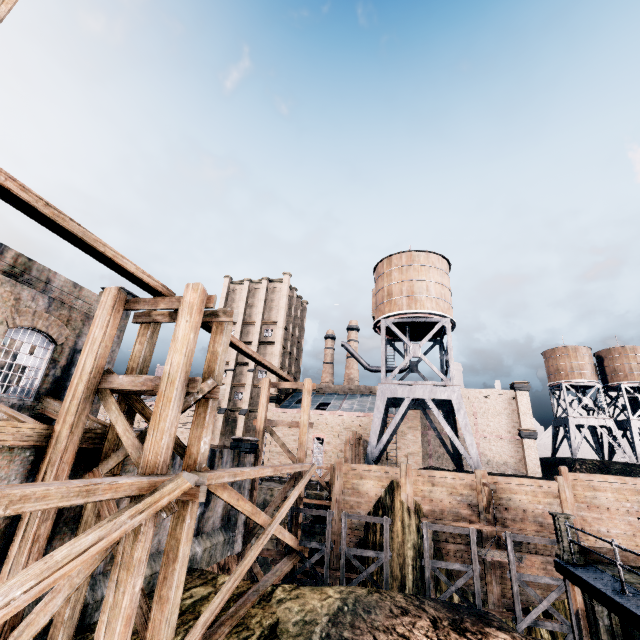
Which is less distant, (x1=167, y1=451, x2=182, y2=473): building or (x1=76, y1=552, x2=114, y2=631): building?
(x1=76, y1=552, x2=114, y2=631): building

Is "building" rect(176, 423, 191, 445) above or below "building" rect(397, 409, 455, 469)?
above

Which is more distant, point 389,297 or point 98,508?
point 389,297

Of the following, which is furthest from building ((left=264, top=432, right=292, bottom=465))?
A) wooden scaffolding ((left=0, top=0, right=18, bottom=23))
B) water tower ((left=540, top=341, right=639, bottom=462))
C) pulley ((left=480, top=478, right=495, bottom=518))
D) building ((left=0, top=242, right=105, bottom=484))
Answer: wooden scaffolding ((left=0, top=0, right=18, bottom=23))

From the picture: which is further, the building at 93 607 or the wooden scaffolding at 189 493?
the building at 93 607

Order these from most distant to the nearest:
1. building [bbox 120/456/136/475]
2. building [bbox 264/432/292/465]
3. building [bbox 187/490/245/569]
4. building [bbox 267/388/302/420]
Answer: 1. building [bbox 267/388/302/420]
2. building [bbox 264/432/292/465]
3. building [bbox 187/490/245/569]
4. building [bbox 120/456/136/475]

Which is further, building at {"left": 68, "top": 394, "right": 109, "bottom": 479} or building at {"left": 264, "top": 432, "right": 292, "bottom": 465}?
building at {"left": 264, "top": 432, "right": 292, "bottom": 465}
